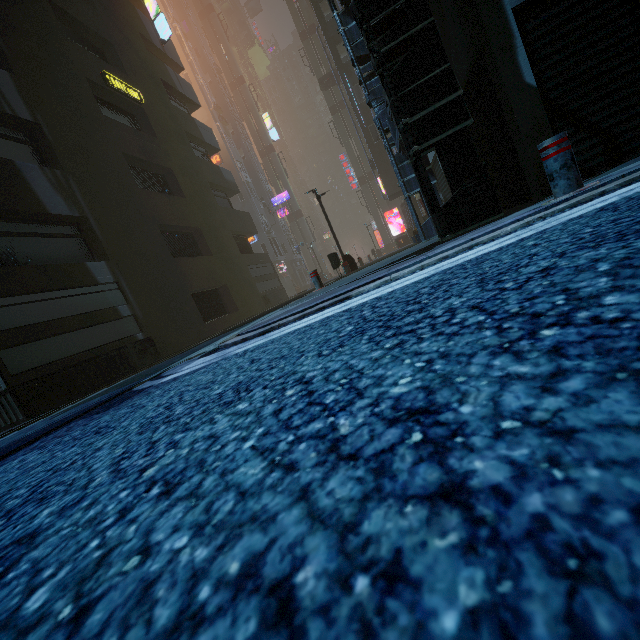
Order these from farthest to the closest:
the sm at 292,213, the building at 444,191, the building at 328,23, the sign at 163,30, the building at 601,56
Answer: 1. the sm at 292,213
2. the building at 328,23
3. the sign at 163,30
4. the building at 444,191
5. the building at 601,56

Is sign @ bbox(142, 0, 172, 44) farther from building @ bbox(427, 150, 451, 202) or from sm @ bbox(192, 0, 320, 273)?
sm @ bbox(192, 0, 320, 273)

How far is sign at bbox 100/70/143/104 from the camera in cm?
1329

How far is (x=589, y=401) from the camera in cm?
38

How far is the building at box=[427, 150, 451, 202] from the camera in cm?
1051

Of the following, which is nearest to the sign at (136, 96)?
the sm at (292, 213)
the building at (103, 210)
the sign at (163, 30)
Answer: the building at (103, 210)

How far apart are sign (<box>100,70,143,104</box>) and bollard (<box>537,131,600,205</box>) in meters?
16.9

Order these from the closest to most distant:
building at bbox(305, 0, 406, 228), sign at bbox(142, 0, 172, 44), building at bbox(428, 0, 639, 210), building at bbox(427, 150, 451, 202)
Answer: building at bbox(428, 0, 639, 210) < building at bbox(427, 150, 451, 202) < sign at bbox(142, 0, 172, 44) < building at bbox(305, 0, 406, 228)
